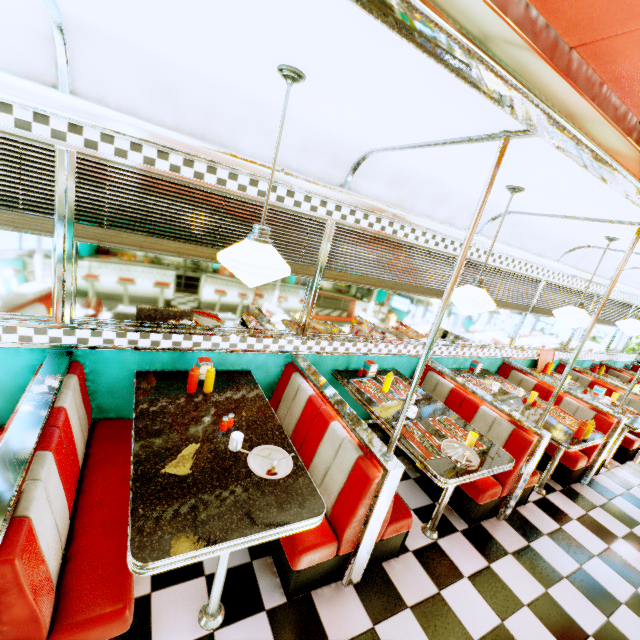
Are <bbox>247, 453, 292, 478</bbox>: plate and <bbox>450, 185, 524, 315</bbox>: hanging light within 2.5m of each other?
yes

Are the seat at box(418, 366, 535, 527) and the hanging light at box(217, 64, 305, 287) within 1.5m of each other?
no

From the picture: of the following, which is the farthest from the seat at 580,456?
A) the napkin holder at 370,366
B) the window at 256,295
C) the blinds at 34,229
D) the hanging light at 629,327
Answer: the blinds at 34,229

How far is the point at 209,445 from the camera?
2.1m

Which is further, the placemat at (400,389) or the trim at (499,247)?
the trim at (499,247)

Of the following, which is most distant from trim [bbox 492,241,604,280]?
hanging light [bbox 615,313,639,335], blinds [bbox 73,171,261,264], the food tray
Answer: the food tray

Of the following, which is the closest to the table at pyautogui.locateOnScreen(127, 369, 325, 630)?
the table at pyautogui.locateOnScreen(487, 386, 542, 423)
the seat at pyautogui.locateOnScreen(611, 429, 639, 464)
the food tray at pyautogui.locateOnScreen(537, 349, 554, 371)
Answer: the table at pyautogui.locateOnScreen(487, 386, 542, 423)

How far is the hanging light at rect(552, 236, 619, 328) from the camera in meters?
3.6
